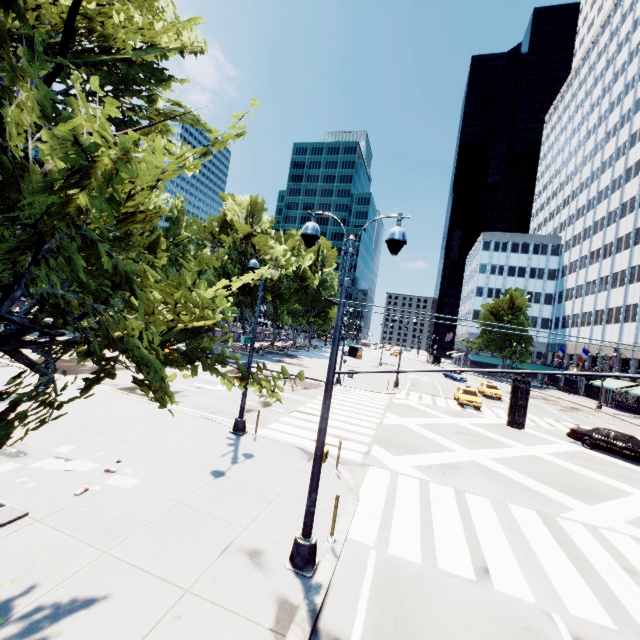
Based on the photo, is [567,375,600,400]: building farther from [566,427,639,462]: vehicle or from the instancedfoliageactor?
the instancedfoliageactor

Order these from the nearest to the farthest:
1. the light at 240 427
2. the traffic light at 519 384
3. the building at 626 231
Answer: the traffic light at 519 384 → the light at 240 427 → the building at 626 231

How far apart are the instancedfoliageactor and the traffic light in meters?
9.1 m

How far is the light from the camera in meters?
13.4 m

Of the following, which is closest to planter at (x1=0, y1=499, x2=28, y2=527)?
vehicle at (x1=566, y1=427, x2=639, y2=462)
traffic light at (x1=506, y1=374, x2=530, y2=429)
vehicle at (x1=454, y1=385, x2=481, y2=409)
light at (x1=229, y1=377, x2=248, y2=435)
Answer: light at (x1=229, y1=377, x2=248, y2=435)

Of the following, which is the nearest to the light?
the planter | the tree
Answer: the tree

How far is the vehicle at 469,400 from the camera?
27.42m

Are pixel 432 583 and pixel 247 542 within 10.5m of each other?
yes
